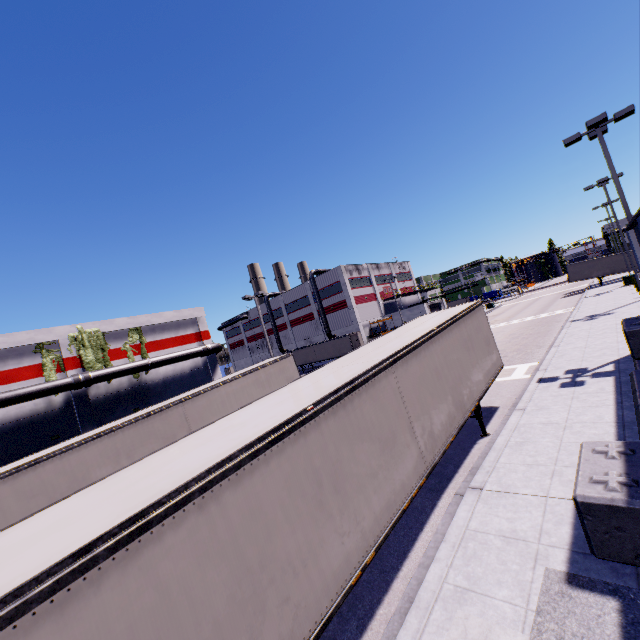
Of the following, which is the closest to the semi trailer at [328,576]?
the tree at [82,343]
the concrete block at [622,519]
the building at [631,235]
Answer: the building at [631,235]

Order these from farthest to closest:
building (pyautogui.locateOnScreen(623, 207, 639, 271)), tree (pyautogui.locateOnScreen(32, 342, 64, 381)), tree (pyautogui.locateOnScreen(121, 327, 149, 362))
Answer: tree (pyautogui.locateOnScreen(121, 327, 149, 362)) < tree (pyautogui.locateOnScreen(32, 342, 64, 381)) < building (pyautogui.locateOnScreen(623, 207, 639, 271))

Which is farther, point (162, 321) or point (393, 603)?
point (162, 321)

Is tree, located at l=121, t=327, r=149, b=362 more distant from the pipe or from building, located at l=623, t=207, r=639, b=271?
the pipe

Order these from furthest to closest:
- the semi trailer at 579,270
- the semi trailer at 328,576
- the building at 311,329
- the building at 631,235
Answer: the building at 311,329, the semi trailer at 579,270, the building at 631,235, the semi trailer at 328,576

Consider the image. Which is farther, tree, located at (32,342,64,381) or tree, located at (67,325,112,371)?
tree, located at (67,325,112,371)

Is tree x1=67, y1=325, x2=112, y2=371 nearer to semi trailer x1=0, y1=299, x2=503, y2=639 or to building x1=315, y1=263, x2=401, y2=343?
building x1=315, y1=263, x2=401, y2=343

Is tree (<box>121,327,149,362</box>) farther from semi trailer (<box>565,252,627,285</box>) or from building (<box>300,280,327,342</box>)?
semi trailer (<box>565,252,627,285</box>)
